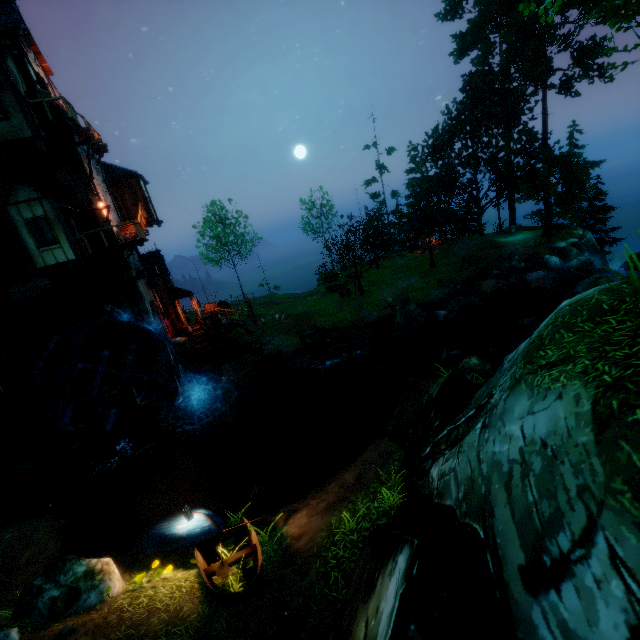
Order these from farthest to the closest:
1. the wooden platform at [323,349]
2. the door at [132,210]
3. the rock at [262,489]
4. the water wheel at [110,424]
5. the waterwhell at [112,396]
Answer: the door at [132,210] < the wooden platform at [323,349] < the water wheel at [110,424] < the waterwhell at [112,396] < the rock at [262,489]

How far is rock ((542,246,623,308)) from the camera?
19.7m

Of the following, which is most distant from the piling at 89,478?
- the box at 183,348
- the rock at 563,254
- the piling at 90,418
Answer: the rock at 563,254

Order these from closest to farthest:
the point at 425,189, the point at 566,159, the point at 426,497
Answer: the point at 426,497, the point at 566,159, the point at 425,189

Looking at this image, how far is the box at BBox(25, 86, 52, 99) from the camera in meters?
15.0 m

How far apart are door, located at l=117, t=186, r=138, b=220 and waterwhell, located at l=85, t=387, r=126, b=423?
11.8m

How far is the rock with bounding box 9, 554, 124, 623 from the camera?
6.16m

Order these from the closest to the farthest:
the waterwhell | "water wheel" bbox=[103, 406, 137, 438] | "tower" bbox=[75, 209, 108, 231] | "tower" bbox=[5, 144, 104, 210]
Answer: the waterwhell
"tower" bbox=[5, 144, 104, 210]
"water wheel" bbox=[103, 406, 137, 438]
"tower" bbox=[75, 209, 108, 231]
